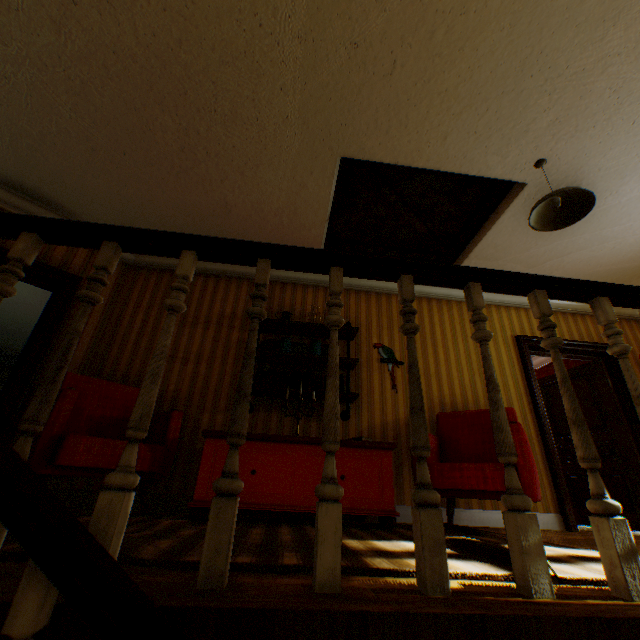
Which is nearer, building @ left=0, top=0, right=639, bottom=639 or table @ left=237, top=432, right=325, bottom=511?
building @ left=0, top=0, right=639, bottom=639

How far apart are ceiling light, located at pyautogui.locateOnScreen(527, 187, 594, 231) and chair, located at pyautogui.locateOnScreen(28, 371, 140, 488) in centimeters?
371cm

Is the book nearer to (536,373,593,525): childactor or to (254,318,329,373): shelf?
(254,318,329,373): shelf

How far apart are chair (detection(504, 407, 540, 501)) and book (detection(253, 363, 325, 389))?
0.91m

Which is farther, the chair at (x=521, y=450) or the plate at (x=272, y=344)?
the plate at (x=272, y=344)

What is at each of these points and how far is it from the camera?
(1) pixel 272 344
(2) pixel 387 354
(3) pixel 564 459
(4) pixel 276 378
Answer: (1) plate, 4.28m
(2) artbird, 4.40m
(3) childactor, 5.13m
(4) book, 3.80m

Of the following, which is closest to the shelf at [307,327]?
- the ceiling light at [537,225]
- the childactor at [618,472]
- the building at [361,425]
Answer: the building at [361,425]

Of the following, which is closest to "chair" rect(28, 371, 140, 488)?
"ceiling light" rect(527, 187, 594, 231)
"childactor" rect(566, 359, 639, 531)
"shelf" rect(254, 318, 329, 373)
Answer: "shelf" rect(254, 318, 329, 373)
